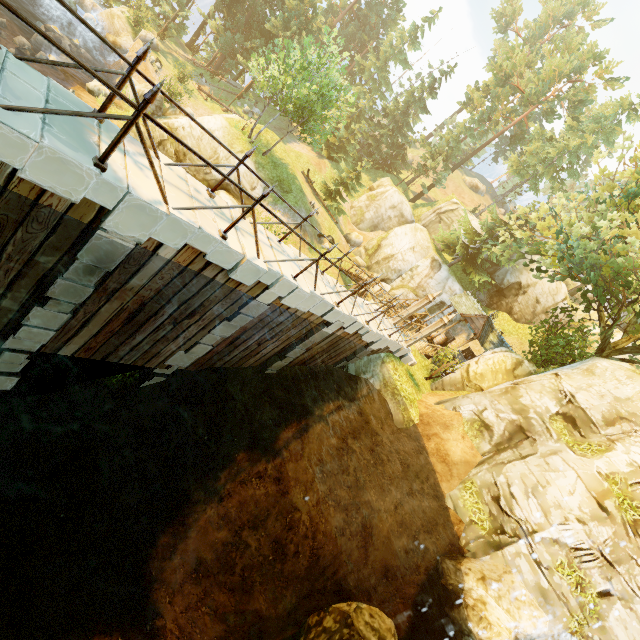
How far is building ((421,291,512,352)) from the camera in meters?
22.4

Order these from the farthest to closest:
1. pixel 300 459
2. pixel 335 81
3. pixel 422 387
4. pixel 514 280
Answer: pixel 514 280, pixel 335 81, pixel 422 387, pixel 300 459

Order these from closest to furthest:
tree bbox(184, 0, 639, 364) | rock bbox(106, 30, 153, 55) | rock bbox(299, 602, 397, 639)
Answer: rock bbox(299, 602, 397, 639) → tree bbox(184, 0, 639, 364) → rock bbox(106, 30, 153, 55)

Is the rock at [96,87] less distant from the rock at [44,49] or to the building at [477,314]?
the rock at [44,49]

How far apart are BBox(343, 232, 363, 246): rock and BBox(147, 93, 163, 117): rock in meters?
20.2

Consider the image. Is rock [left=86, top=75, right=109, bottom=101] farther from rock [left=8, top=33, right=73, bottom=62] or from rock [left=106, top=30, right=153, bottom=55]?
rock [left=106, top=30, right=153, bottom=55]

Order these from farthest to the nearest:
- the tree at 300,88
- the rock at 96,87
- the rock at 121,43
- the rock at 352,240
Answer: the rock at 352,240, the rock at 121,43, the rock at 96,87, the tree at 300,88

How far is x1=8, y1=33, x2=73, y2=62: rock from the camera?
19.81m
